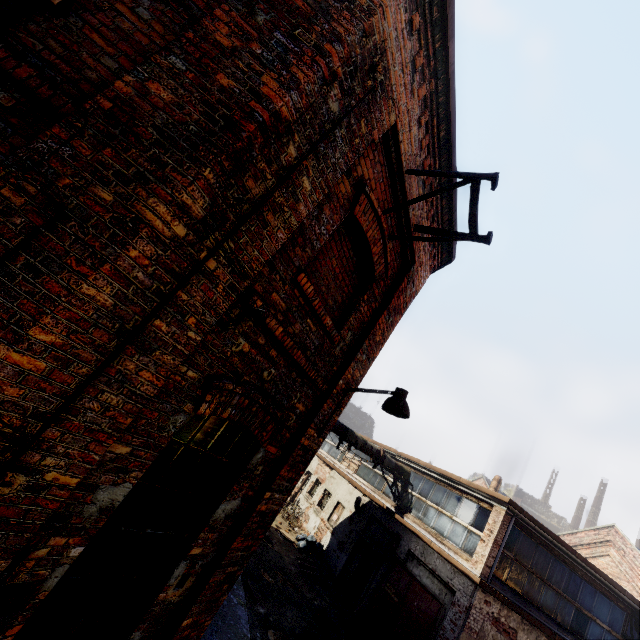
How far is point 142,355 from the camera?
2.21m

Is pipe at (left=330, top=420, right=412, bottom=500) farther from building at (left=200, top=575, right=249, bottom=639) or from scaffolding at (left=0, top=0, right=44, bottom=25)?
scaffolding at (left=0, top=0, right=44, bottom=25)

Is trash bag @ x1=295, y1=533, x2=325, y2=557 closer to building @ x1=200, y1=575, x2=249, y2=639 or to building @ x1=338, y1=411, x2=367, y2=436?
building @ x1=200, y1=575, x2=249, y2=639

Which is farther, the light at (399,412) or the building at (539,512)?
the building at (539,512)

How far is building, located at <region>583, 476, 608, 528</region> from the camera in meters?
45.0

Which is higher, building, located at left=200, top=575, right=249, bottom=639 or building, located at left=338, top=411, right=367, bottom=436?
building, located at left=338, top=411, right=367, bottom=436

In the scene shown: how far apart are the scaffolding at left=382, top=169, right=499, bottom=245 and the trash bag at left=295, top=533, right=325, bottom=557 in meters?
15.6 m

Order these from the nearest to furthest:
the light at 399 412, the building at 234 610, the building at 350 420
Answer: the light at 399 412, the building at 234 610, the building at 350 420
